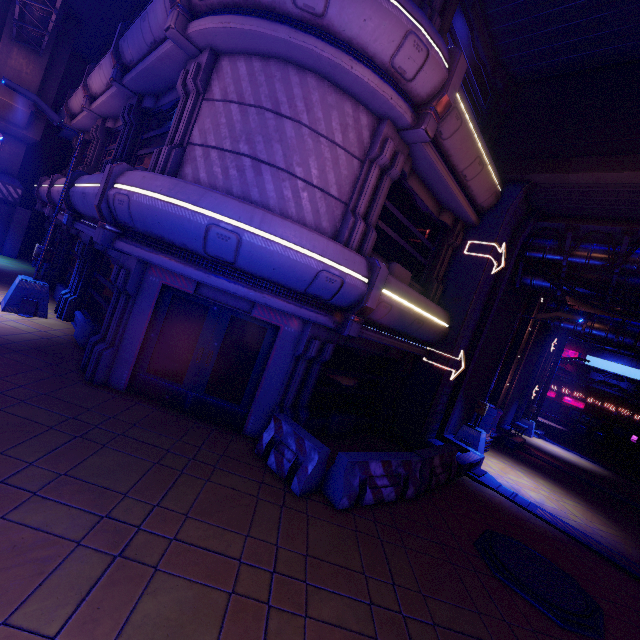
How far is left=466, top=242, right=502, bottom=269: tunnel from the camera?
10.3 meters

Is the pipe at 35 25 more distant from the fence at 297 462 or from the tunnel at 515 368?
the tunnel at 515 368

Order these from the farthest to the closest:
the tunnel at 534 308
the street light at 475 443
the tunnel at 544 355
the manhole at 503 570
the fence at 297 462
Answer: the tunnel at 544 355 < the tunnel at 534 308 < the street light at 475 443 < the fence at 297 462 < the manhole at 503 570

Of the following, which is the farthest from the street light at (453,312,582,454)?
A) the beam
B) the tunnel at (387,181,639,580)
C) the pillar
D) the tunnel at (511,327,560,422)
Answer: the pillar

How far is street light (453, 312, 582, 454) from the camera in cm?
1141

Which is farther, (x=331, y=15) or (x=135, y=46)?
(x=135, y=46)

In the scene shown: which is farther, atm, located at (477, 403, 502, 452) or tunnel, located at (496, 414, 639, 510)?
tunnel, located at (496, 414, 639, 510)

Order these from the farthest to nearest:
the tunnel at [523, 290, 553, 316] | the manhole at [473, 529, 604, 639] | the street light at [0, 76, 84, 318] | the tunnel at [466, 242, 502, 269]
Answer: the tunnel at [523, 290, 553, 316]
the tunnel at [466, 242, 502, 269]
the street light at [0, 76, 84, 318]
the manhole at [473, 529, 604, 639]
